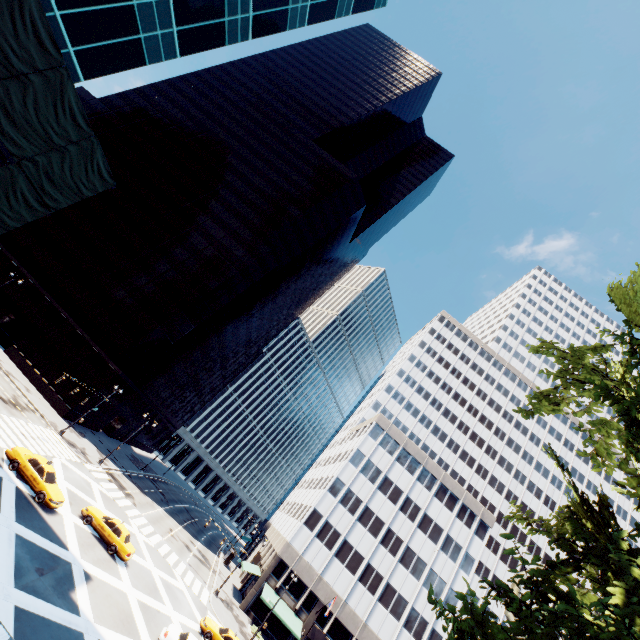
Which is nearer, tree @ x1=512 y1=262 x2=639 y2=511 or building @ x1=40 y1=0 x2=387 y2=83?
tree @ x1=512 y1=262 x2=639 y2=511

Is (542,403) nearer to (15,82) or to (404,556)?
(15,82)

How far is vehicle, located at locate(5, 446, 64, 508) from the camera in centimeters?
2153cm

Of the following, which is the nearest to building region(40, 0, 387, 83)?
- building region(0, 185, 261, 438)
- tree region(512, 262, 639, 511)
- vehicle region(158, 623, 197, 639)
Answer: tree region(512, 262, 639, 511)

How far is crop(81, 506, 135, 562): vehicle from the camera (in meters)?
24.14

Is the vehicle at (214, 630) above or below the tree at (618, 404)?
below

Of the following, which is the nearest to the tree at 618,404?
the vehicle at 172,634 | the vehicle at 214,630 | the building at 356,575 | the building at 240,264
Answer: the building at 356,575

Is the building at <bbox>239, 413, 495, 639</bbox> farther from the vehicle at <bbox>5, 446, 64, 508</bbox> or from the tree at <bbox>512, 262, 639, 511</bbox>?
the vehicle at <bbox>5, 446, 64, 508</bbox>
